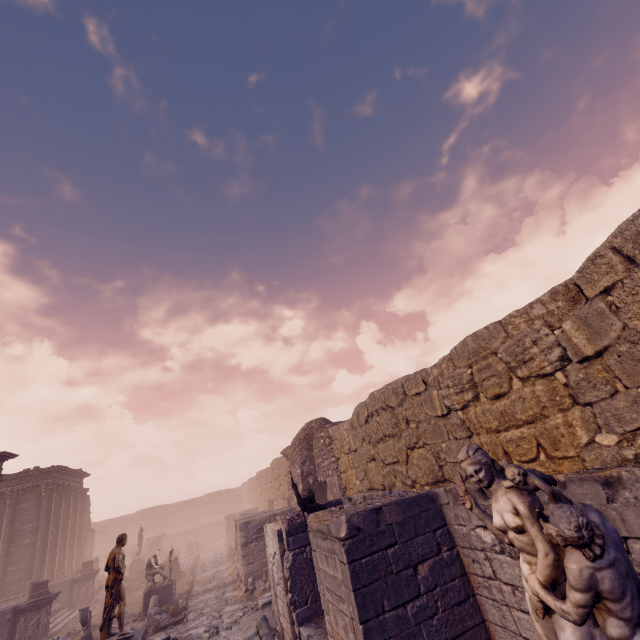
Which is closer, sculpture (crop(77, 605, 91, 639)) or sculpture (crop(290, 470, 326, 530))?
sculpture (crop(290, 470, 326, 530))

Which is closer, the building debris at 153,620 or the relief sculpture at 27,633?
the building debris at 153,620

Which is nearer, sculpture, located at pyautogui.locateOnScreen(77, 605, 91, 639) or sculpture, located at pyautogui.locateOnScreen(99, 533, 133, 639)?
sculpture, located at pyautogui.locateOnScreen(99, 533, 133, 639)

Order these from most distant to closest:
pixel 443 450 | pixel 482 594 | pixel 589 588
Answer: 1. pixel 443 450
2. pixel 482 594
3. pixel 589 588

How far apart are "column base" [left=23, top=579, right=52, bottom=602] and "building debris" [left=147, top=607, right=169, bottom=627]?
5.3m

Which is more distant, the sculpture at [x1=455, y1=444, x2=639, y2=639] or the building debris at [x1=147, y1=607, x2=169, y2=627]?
the building debris at [x1=147, y1=607, x2=169, y2=627]

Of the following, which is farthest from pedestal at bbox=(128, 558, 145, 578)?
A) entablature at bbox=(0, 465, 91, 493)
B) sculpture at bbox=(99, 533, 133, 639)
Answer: sculpture at bbox=(99, 533, 133, 639)

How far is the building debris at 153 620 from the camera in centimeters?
1191cm
